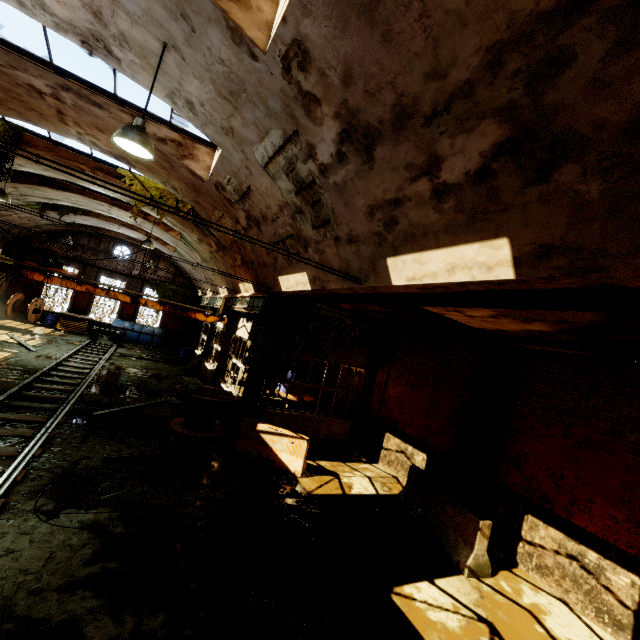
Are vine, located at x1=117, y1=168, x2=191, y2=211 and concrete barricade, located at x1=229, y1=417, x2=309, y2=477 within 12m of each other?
yes

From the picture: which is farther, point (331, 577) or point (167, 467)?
point (167, 467)

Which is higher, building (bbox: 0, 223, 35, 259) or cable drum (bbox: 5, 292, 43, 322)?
building (bbox: 0, 223, 35, 259)

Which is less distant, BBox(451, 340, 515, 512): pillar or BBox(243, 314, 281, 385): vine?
BBox(451, 340, 515, 512): pillar

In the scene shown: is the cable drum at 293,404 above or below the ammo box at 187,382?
below

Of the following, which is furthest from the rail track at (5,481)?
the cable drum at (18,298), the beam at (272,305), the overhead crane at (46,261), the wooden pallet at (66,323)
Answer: the beam at (272,305)

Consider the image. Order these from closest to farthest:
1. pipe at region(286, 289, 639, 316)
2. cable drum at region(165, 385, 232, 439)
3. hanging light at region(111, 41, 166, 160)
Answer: pipe at region(286, 289, 639, 316) → hanging light at region(111, 41, 166, 160) → cable drum at region(165, 385, 232, 439)

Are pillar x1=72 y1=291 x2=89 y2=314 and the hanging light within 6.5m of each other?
no
